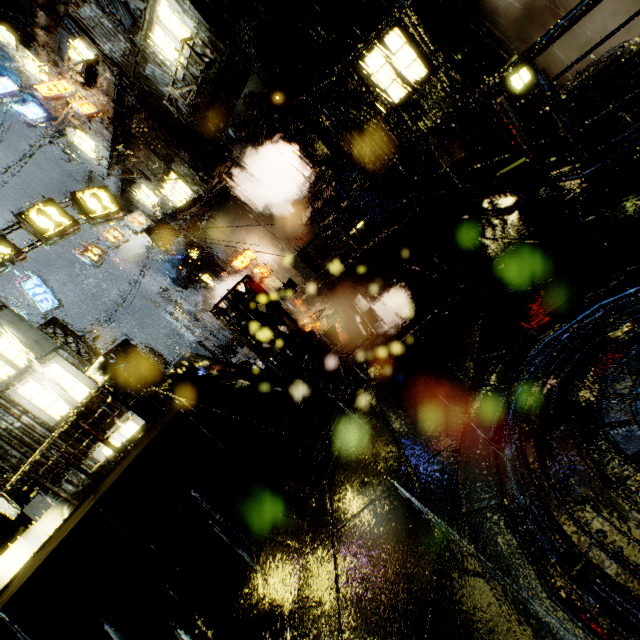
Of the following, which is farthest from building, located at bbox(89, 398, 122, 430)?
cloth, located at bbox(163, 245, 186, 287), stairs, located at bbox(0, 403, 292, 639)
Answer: stairs, located at bbox(0, 403, 292, 639)

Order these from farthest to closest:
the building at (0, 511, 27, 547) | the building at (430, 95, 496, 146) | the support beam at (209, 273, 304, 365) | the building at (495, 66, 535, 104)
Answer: the building at (495, 66, 535, 104) < the building at (430, 95, 496, 146) < the building at (0, 511, 27, 547) < the support beam at (209, 273, 304, 365)

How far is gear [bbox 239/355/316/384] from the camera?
6.5m

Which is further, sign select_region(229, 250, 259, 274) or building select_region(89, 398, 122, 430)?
sign select_region(229, 250, 259, 274)

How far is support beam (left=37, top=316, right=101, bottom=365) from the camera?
18.58m

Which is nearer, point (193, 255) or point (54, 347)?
point (54, 347)

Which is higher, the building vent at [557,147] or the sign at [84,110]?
the sign at [84,110]

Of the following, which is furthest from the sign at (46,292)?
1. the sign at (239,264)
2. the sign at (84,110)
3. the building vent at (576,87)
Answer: the building vent at (576,87)
